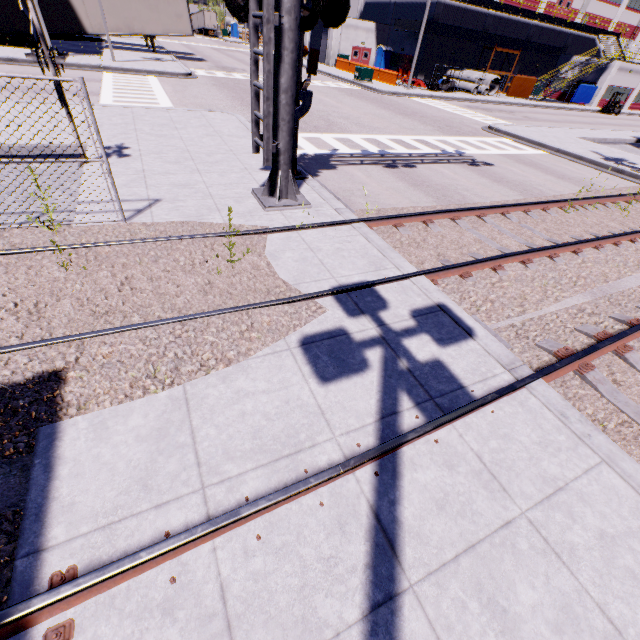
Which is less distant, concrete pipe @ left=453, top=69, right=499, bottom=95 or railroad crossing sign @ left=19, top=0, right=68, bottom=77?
railroad crossing sign @ left=19, top=0, right=68, bottom=77

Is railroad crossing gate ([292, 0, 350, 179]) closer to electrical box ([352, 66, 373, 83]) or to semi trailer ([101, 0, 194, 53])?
semi trailer ([101, 0, 194, 53])

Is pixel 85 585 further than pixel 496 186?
No

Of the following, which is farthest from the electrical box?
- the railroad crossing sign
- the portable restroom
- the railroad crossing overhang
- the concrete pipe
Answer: the railroad crossing sign

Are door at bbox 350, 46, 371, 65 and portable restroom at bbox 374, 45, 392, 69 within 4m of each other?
yes

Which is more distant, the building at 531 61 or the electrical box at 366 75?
the building at 531 61

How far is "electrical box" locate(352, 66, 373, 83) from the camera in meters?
30.2 m

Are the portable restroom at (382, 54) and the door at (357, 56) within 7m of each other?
yes
